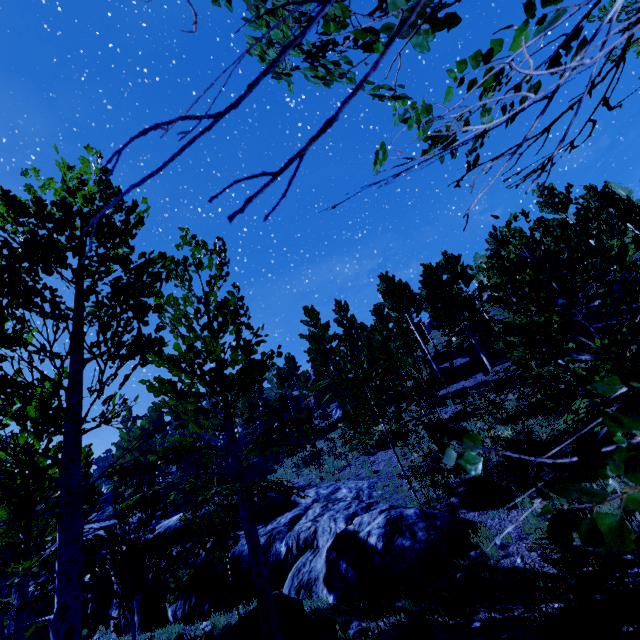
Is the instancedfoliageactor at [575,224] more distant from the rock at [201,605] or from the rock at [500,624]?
the rock at [500,624]

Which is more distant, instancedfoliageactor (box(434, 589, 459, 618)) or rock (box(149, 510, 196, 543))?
rock (box(149, 510, 196, 543))

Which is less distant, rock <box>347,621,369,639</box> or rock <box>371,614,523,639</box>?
rock <box>371,614,523,639</box>

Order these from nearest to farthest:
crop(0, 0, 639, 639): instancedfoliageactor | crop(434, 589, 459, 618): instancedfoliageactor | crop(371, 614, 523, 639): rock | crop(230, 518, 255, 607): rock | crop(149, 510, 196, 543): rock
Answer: crop(0, 0, 639, 639): instancedfoliageactor → crop(371, 614, 523, 639): rock → crop(434, 589, 459, 618): instancedfoliageactor → crop(230, 518, 255, 607): rock → crop(149, 510, 196, 543): rock

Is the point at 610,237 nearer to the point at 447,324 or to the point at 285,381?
the point at 447,324

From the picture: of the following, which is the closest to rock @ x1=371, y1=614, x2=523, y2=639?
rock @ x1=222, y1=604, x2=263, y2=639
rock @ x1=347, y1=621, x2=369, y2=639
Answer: rock @ x1=347, y1=621, x2=369, y2=639

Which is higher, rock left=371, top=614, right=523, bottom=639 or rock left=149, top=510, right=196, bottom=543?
rock left=149, top=510, right=196, bottom=543

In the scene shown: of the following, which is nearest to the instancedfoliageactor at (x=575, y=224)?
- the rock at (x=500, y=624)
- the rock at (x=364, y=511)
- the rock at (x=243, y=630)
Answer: the rock at (x=364, y=511)
